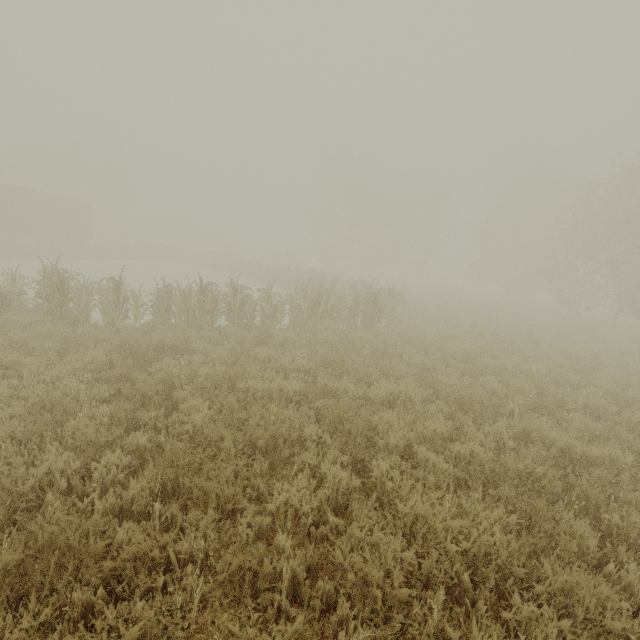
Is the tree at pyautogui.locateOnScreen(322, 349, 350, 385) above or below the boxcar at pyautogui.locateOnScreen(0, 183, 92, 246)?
below

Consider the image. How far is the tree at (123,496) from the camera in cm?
334

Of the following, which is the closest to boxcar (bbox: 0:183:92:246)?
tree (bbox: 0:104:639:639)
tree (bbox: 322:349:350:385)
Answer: tree (bbox: 322:349:350:385)

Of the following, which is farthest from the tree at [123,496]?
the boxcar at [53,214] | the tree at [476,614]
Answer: the boxcar at [53,214]

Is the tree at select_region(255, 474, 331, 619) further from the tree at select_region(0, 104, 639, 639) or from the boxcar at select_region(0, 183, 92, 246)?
the boxcar at select_region(0, 183, 92, 246)

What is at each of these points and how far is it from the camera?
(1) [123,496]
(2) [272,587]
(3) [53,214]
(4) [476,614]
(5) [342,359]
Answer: (1) tree, 3.4m
(2) tree, 2.8m
(3) boxcar, 29.3m
(4) tree, 2.8m
(5) tree, 8.2m
